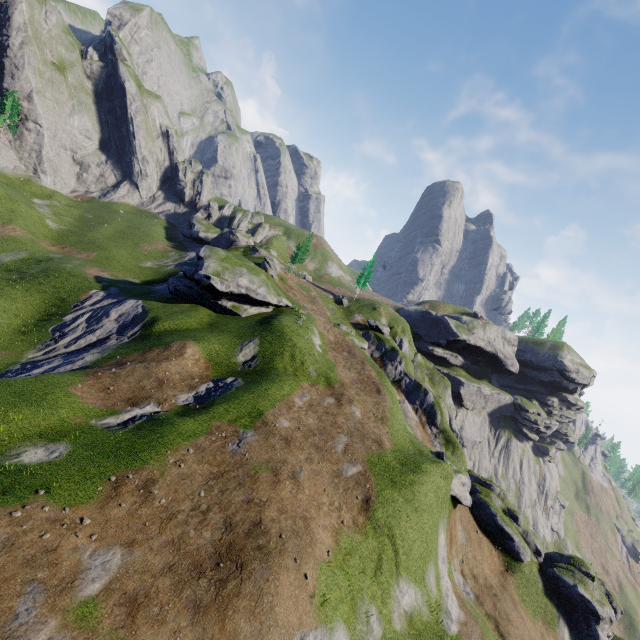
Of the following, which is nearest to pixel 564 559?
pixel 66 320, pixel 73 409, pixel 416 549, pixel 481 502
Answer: pixel 481 502
